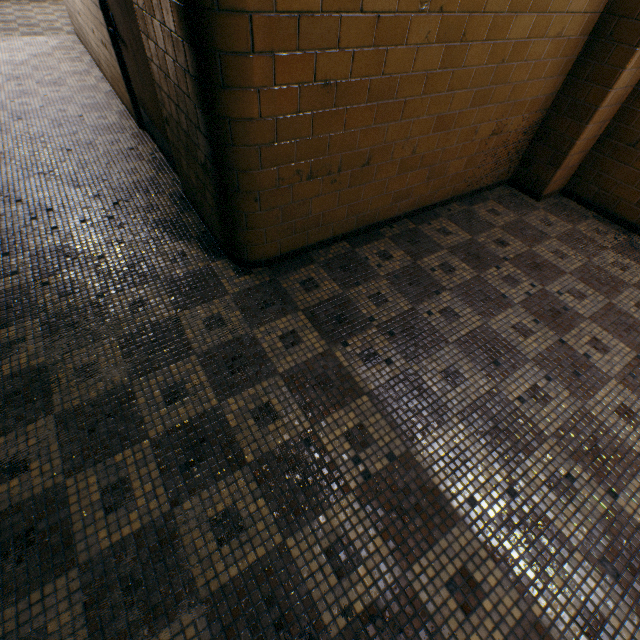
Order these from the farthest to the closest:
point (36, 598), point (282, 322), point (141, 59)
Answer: point (141, 59)
point (282, 322)
point (36, 598)
